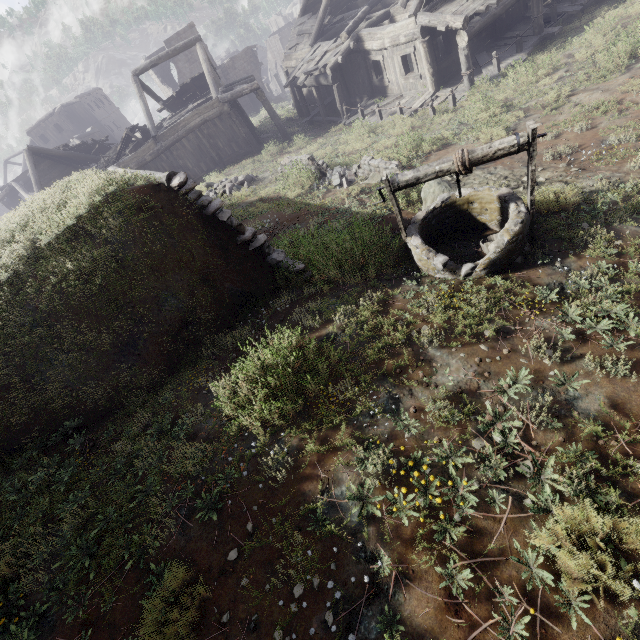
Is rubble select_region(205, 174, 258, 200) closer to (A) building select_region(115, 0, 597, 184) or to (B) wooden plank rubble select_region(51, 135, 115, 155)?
(A) building select_region(115, 0, 597, 184)

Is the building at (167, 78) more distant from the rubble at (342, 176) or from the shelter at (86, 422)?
the rubble at (342, 176)

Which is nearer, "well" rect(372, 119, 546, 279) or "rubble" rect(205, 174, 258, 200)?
"well" rect(372, 119, 546, 279)

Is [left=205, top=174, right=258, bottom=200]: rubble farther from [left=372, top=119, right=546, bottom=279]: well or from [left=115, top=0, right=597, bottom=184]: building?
[left=372, top=119, right=546, bottom=279]: well

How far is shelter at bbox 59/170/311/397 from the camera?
5.6m

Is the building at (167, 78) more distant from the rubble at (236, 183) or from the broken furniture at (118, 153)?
the rubble at (236, 183)

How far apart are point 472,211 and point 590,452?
4.76m

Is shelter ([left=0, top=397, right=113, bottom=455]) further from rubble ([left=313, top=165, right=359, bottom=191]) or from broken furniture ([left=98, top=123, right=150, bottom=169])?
broken furniture ([left=98, top=123, right=150, bottom=169])
